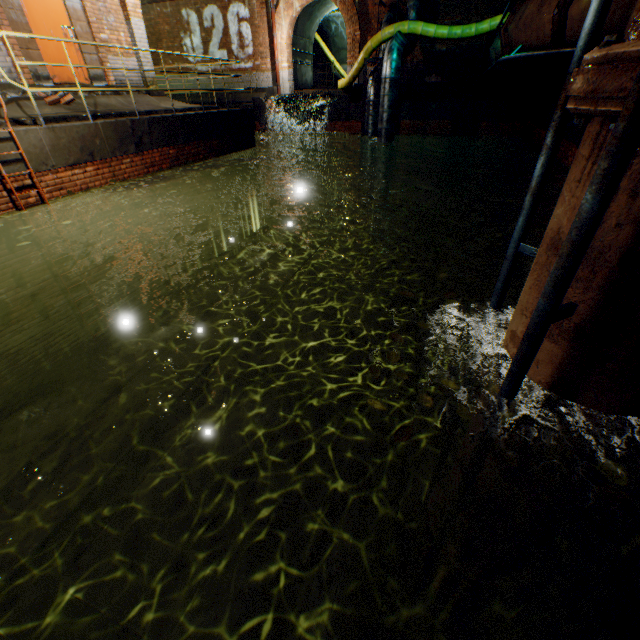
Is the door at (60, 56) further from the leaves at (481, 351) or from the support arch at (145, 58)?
the leaves at (481, 351)

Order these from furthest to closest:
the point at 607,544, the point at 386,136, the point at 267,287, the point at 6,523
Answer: the point at 386,136
the point at 267,287
the point at 6,523
the point at 607,544

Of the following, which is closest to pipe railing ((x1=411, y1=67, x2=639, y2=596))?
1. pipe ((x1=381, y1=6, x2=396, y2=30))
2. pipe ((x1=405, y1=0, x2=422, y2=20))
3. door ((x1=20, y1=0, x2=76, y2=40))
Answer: door ((x1=20, y1=0, x2=76, y2=40))

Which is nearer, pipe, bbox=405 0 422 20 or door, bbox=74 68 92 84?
door, bbox=74 68 92 84

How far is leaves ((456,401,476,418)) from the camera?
1.92m

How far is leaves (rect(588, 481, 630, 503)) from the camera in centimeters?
152cm

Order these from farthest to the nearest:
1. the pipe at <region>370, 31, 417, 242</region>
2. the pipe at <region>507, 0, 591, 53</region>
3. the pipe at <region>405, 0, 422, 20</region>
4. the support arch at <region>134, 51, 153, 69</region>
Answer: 1. the pipe at <region>405, 0, 422, 20</region>
2. the pipe at <region>370, 31, 417, 242</region>
3. the support arch at <region>134, 51, 153, 69</region>
4. the pipe at <region>507, 0, 591, 53</region>

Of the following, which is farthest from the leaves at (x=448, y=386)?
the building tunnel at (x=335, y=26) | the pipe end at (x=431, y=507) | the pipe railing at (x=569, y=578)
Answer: the building tunnel at (x=335, y=26)
